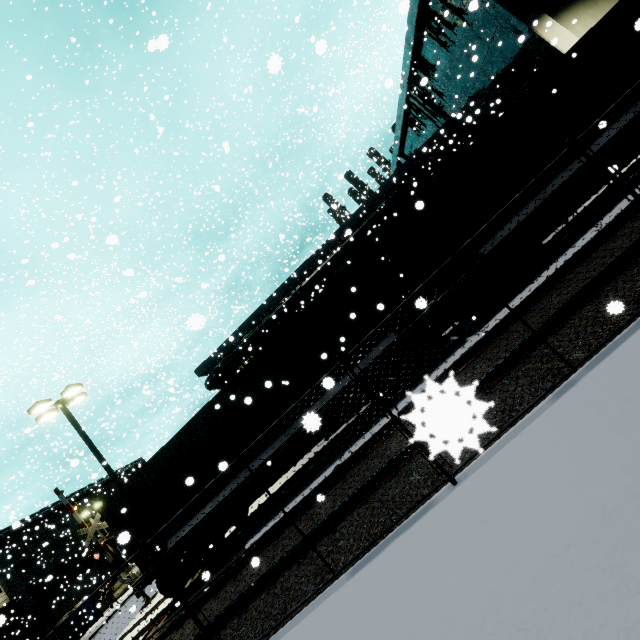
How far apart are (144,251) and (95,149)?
21.7 meters

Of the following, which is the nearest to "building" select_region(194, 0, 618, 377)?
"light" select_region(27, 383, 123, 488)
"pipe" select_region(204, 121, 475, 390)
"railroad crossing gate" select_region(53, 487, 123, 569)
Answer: "pipe" select_region(204, 121, 475, 390)

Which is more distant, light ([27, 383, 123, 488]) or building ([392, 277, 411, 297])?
building ([392, 277, 411, 297])

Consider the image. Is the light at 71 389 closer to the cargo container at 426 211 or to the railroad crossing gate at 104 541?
the cargo container at 426 211

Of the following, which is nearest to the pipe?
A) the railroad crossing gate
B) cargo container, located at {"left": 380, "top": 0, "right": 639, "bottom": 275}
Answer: cargo container, located at {"left": 380, "top": 0, "right": 639, "bottom": 275}

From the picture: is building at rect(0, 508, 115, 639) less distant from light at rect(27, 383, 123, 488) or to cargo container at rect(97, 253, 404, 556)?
cargo container at rect(97, 253, 404, 556)

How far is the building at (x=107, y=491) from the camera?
44.8m

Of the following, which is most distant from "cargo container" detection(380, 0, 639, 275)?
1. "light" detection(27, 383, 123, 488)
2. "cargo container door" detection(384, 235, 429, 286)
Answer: "light" detection(27, 383, 123, 488)
